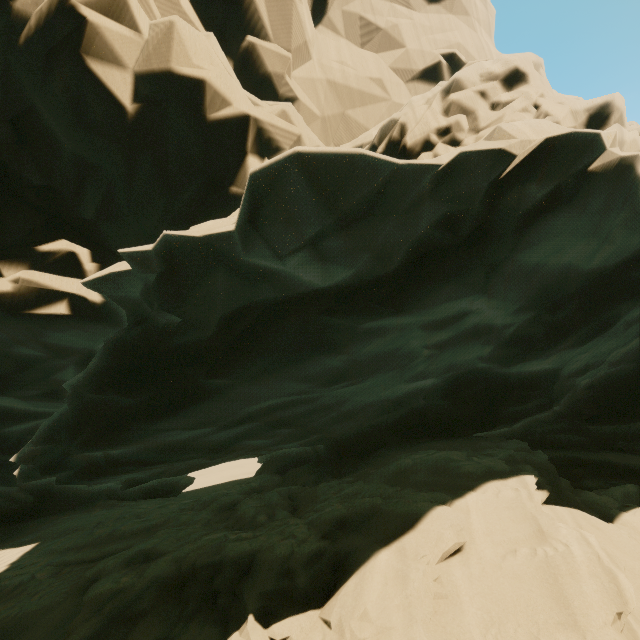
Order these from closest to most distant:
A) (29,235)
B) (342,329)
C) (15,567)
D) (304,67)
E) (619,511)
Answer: (342,329) → (619,511) → (15,567) → (29,235) → (304,67)
